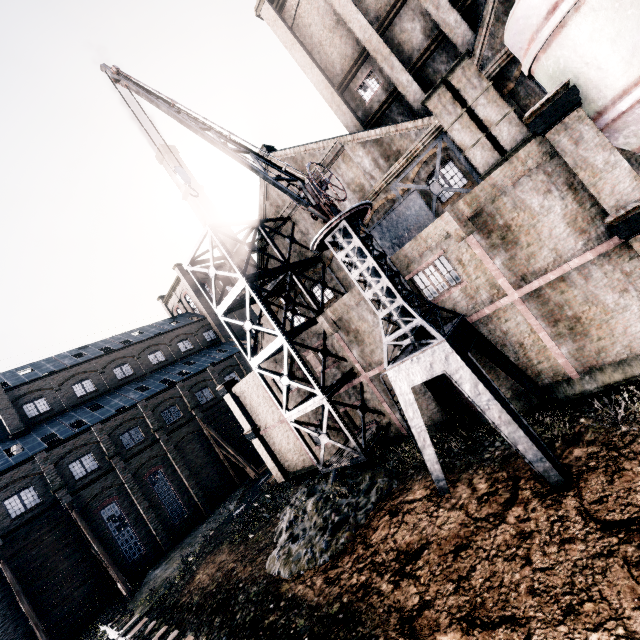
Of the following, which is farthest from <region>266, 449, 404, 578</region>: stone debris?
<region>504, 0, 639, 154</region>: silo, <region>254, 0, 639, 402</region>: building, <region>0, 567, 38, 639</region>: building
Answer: <region>0, 567, 38, 639</region>: building

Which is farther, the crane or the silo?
the crane

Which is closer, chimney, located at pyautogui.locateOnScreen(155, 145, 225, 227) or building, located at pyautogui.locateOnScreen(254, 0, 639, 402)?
building, located at pyautogui.locateOnScreen(254, 0, 639, 402)

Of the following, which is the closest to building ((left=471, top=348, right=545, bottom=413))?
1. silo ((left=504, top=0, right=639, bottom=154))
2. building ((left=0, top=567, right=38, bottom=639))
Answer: silo ((left=504, top=0, right=639, bottom=154))

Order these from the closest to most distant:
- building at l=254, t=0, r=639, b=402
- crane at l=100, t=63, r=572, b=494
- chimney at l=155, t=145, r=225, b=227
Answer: crane at l=100, t=63, r=572, b=494
building at l=254, t=0, r=639, b=402
chimney at l=155, t=145, r=225, b=227

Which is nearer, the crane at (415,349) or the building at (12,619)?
the crane at (415,349)

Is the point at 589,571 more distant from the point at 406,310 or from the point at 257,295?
the point at 257,295

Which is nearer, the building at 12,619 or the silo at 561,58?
the silo at 561,58
